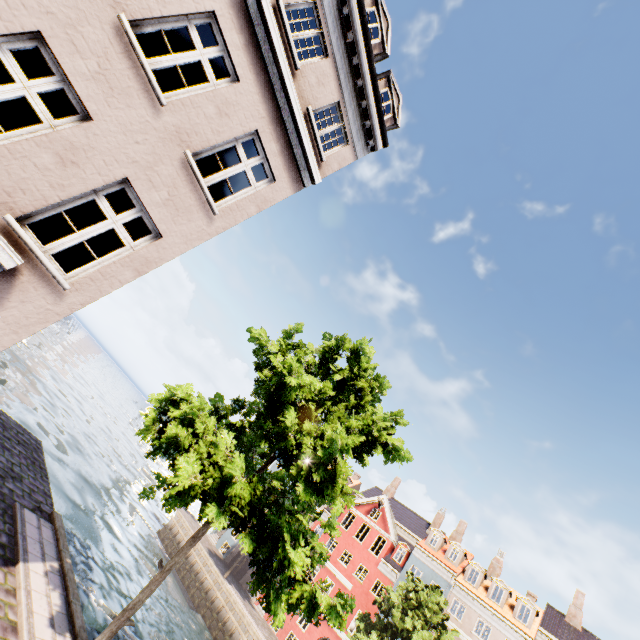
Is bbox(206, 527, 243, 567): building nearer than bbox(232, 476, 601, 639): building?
No

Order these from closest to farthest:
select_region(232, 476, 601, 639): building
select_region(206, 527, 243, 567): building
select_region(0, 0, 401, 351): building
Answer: select_region(0, 0, 401, 351): building < select_region(232, 476, 601, 639): building < select_region(206, 527, 243, 567): building

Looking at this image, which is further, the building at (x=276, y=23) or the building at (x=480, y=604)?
the building at (x=480, y=604)

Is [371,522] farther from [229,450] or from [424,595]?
[229,450]

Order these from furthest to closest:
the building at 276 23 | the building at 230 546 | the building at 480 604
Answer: the building at 230 546 < the building at 480 604 < the building at 276 23

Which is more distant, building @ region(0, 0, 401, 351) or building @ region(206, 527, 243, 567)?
building @ region(206, 527, 243, 567)

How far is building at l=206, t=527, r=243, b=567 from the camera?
35.6 meters
